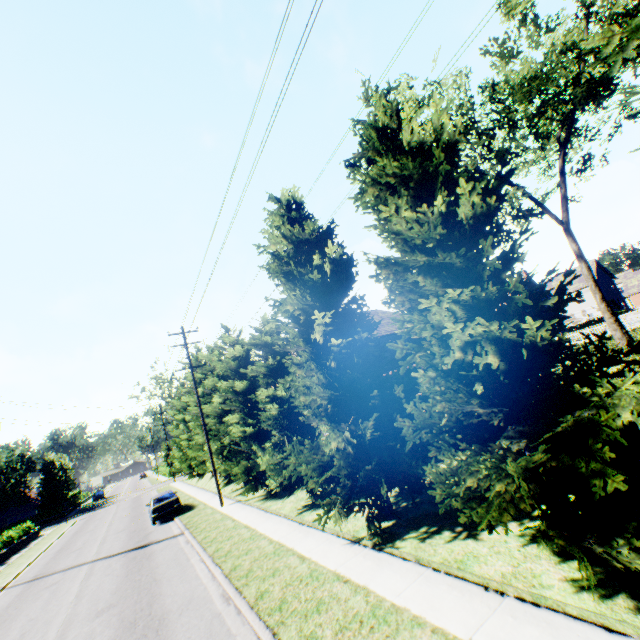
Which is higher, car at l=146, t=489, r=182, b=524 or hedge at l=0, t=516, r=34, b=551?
hedge at l=0, t=516, r=34, b=551

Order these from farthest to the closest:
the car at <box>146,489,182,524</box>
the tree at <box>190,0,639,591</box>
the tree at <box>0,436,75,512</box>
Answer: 1. the tree at <box>0,436,75,512</box>
2. the car at <box>146,489,182,524</box>
3. the tree at <box>190,0,639,591</box>

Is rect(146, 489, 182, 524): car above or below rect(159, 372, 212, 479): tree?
below

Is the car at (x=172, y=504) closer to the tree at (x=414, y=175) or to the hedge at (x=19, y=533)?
the tree at (x=414, y=175)

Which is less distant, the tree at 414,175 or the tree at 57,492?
the tree at 414,175

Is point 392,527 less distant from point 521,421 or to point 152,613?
point 521,421

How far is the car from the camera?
21.2 meters
